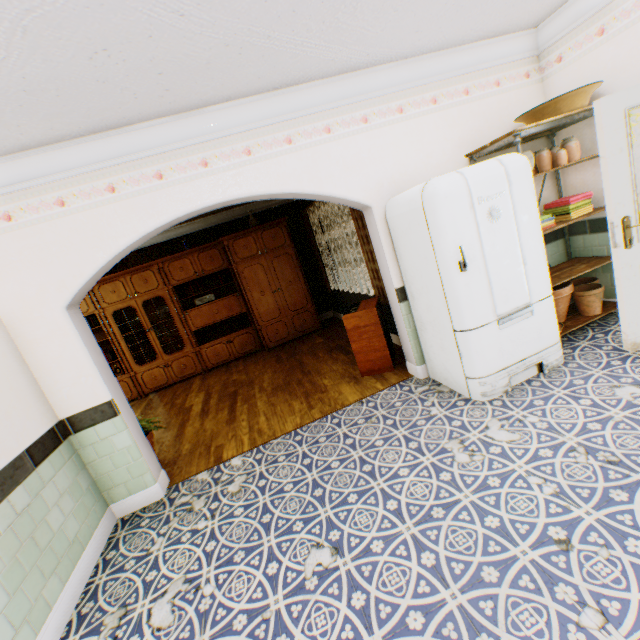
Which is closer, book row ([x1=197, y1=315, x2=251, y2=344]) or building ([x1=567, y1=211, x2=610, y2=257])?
building ([x1=567, y1=211, x2=610, y2=257])

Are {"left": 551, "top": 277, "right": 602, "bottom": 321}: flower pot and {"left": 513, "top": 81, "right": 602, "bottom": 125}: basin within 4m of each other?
yes

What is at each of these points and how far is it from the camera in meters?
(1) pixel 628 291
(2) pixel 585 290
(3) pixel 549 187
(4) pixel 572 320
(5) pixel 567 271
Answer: (1) door, 2.7
(2) flower pot, 3.7
(3) building, 3.8
(4) shelf, 3.6
(5) shelf, 3.5

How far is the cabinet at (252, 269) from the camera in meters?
6.5

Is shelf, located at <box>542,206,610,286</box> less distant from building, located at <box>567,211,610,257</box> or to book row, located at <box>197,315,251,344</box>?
building, located at <box>567,211,610,257</box>

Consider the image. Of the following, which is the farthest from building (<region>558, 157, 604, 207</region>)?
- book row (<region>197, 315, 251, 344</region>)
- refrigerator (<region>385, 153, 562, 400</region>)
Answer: book row (<region>197, 315, 251, 344</region>)

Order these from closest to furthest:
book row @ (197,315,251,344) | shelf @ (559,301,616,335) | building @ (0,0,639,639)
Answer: building @ (0,0,639,639)
shelf @ (559,301,616,335)
book row @ (197,315,251,344)

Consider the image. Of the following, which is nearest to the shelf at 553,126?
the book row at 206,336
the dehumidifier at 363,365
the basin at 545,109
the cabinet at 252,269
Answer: the basin at 545,109
